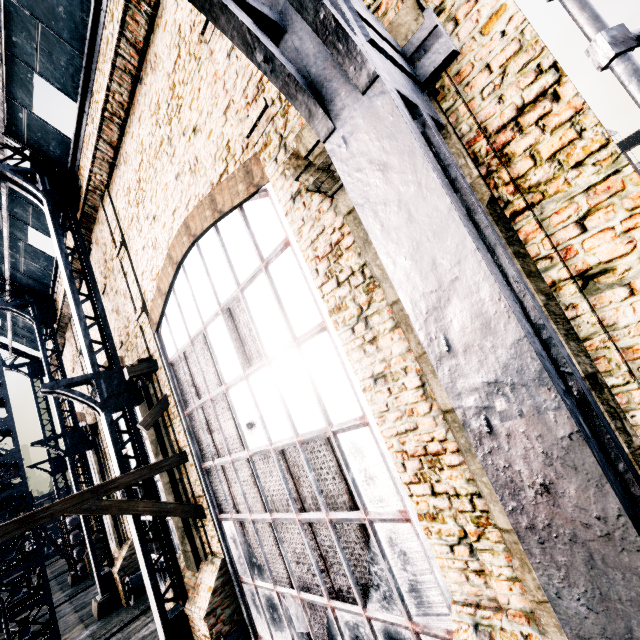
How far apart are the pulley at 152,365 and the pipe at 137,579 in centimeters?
1297cm

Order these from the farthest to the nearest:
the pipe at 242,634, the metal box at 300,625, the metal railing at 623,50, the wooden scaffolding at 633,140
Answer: the wooden scaffolding at 633,140, the pipe at 242,634, the metal box at 300,625, the metal railing at 623,50

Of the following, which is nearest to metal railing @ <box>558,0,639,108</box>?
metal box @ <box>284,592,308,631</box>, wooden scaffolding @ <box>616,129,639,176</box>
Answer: metal box @ <box>284,592,308,631</box>

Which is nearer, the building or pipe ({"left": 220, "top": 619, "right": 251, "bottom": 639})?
the building

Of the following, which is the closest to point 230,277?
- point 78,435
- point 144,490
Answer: point 144,490

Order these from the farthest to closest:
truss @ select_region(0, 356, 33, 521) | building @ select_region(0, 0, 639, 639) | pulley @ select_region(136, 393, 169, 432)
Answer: truss @ select_region(0, 356, 33, 521)
pulley @ select_region(136, 393, 169, 432)
building @ select_region(0, 0, 639, 639)

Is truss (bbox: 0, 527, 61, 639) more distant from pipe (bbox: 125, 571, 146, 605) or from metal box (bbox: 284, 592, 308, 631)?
metal box (bbox: 284, 592, 308, 631)

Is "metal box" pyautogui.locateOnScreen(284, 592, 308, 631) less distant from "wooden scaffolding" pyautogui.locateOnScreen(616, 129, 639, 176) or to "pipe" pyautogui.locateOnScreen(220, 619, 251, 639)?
"pipe" pyautogui.locateOnScreen(220, 619, 251, 639)
